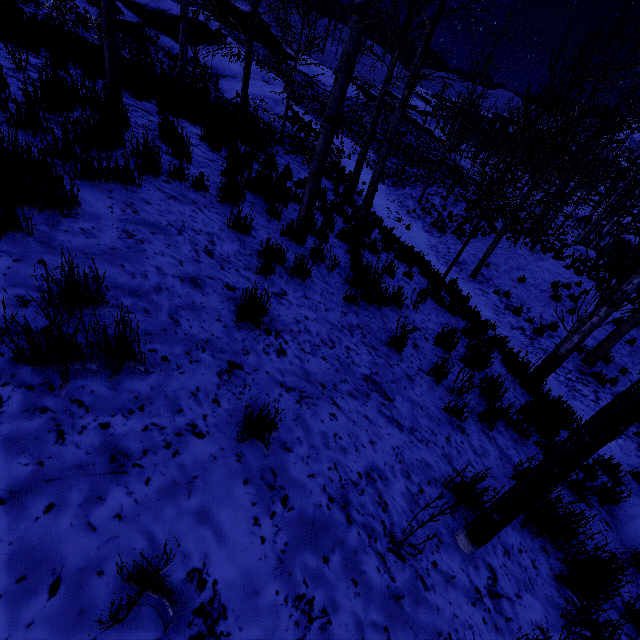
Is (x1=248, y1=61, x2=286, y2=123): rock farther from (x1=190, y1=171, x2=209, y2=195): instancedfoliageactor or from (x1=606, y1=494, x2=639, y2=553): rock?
(x1=606, y1=494, x2=639, y2=553): rock

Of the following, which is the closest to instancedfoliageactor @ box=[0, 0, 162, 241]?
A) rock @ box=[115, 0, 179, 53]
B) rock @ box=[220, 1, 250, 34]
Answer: rock @ box=[115, 0, 179, 53]

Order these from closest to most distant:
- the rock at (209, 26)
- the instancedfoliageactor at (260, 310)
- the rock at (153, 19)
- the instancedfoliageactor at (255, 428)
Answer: the instancedfoliageactor at (255, 428) < the instancedfoliageactor at (260, 310) < the rock at (153, 19) < the rock at (209, 26)

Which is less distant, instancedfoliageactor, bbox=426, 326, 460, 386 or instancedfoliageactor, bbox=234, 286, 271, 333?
instancedfoliageactor, bbox=234, 286, 271, 333

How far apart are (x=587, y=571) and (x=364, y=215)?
7.14m

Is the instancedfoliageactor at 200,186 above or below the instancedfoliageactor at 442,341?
above

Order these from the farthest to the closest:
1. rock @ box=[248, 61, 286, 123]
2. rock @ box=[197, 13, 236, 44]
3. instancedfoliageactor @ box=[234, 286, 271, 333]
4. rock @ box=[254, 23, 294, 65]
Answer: rock @ box=[254, 23, 294, 65] < rock @ box=[197, 13, 236, 44] < rock @ box=[248, 61, 286, 123] < instancedfoliageactor @ box=[234, 286, 271, 333]

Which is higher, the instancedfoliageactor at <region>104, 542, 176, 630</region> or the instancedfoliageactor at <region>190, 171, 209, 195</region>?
the instancedfoliageactor at <region>190, 171, 209, 195</region>
